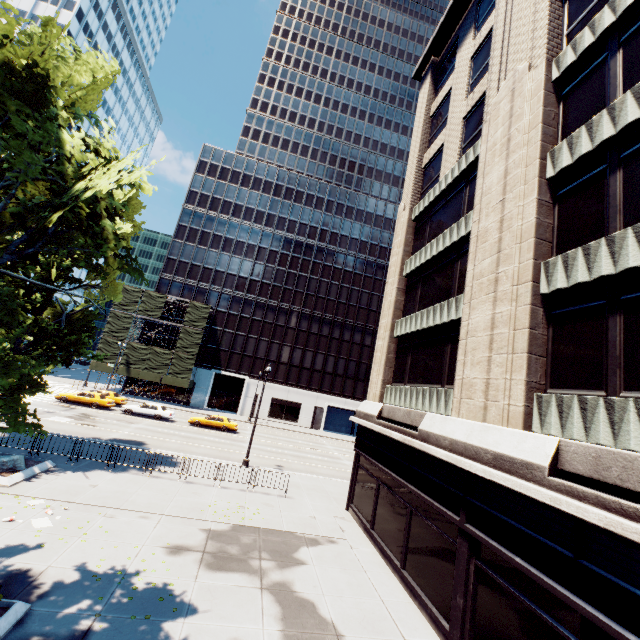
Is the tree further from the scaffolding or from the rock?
the scaffolding

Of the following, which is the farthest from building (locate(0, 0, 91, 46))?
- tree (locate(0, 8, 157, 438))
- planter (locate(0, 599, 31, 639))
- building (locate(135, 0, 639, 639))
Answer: building (locate(135, 0, 639, 639))

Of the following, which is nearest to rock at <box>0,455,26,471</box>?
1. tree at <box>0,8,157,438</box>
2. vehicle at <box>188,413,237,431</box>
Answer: tree at <box>0,8,157,438</box>

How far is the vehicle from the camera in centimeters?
3466cm

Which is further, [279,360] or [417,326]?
[279,360]

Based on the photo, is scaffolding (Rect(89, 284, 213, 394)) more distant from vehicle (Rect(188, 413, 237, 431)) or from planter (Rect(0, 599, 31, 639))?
planter (Rect(0, 599, 31, 639))

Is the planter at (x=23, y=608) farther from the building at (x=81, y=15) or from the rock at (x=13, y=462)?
the building at (x=81, y=15)

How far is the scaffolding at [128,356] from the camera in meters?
45.8 m
